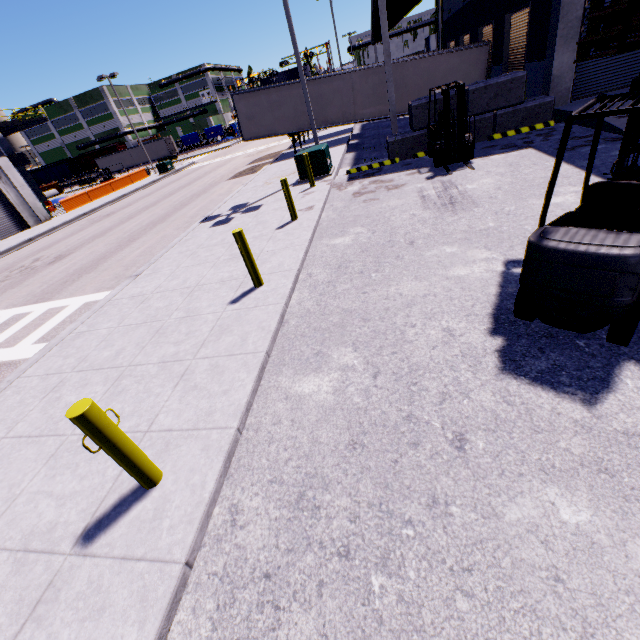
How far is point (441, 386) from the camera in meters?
3.6 m

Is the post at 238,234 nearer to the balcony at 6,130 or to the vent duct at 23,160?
the balcony at 6,130

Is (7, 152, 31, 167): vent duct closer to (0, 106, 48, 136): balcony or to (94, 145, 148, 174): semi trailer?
(0, 106, 48, 136): balcony

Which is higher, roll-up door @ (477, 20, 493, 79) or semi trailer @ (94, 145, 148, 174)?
roll-up door @ (477, 20, 493, 79)

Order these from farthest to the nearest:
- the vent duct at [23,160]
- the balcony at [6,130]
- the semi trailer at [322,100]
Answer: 1. the vent duct at [23,160]
2. the balcony at [6,130]
3. the semi trailer at [322,100]

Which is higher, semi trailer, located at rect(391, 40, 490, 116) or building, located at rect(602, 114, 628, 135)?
semi trailer, located at rect(391, 40, 490, 116)

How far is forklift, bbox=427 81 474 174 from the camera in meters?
9.6 m

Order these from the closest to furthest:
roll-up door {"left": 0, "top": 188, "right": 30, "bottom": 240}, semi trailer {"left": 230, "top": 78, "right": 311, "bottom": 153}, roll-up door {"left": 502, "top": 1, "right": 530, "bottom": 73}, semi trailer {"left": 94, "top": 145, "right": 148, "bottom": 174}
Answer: roll-up door {"left": 502, "top": 1, "right": 530, "bottom": 73}
semi trailer {"left": 230, "top": 78, "right": 311, "bottom": 153}
roll-up door {"left": 0, "top": 188, "right": 30, "bottom": 240}
semi trailer {"left": 94, "top": 145, "right": 148, "bottom": 174}
